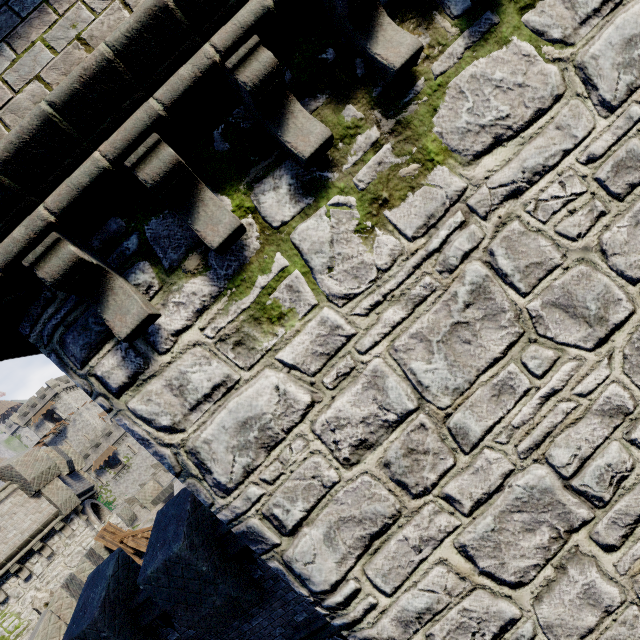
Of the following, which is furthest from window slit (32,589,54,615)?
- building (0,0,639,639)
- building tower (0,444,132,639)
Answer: building (0,0,639,639)

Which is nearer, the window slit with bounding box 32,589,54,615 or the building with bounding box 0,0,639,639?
the building with bounding box 0,0,639,639

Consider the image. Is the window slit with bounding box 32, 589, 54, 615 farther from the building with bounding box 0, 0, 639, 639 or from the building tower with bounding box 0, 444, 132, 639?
the building with bounding box 0, 0, 639, 639

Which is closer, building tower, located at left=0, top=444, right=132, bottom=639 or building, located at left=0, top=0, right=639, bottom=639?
building, located at left=0, top=0, right=639, bottom=639

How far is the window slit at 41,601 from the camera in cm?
1442

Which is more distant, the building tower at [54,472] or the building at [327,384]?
the building tower at [54,472]

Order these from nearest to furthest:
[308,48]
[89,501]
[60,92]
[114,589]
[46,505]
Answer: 1. [60,92]
2. [308,48]
3. [114,589]
4. [46,505]
5. [89,501]
